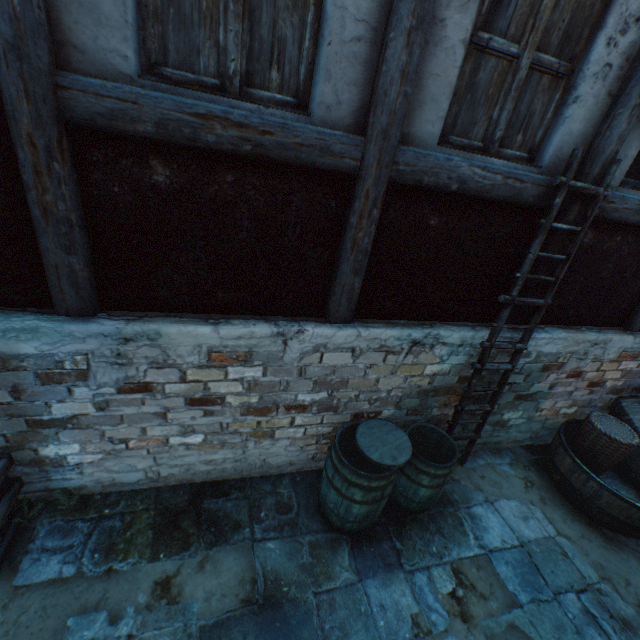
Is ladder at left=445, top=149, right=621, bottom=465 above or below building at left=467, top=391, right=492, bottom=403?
above

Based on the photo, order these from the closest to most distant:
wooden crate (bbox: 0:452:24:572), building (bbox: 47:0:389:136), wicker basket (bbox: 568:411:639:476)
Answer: building (bbox: 47:0:389:136) < wooden crate (bbox: 0:452:24:572) < wicker basket (bbox: 568:411:639:476)

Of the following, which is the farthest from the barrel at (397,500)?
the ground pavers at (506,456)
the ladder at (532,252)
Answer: the ladder at (532,252)

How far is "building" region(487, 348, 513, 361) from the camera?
3.51m

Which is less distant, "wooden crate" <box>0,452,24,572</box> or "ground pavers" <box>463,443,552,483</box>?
"wooden crate" <box>0,452,24,572</box>

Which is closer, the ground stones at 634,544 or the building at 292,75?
the building at 292,75

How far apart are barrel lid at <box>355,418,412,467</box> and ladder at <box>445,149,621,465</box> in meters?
0.9 m

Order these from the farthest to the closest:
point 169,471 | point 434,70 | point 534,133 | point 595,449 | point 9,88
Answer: point 595,449, point 169,471, point 534,133, point 434,70, point 9,88
